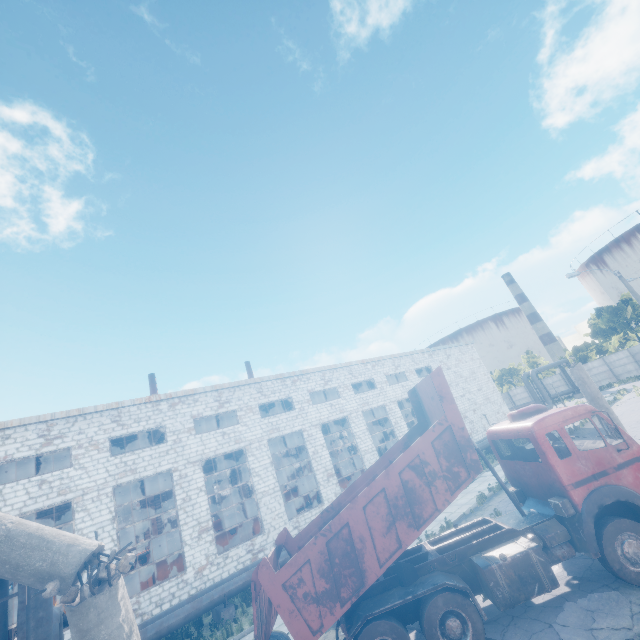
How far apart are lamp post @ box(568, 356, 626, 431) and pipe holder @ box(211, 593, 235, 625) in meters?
15.0

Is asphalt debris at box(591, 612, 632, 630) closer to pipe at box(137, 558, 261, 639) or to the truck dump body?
the truck dump body

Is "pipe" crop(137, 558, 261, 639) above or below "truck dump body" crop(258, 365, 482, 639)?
below

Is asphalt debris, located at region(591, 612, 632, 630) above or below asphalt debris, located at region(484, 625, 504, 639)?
below

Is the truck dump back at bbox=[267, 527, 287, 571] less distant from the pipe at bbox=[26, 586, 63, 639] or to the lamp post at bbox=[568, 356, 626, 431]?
the pipe at bbox=[26, 586, 63, 639]

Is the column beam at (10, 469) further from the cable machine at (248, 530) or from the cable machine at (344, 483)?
the cable machine at (344, 483)

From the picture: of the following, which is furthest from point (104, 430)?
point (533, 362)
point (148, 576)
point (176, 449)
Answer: point (533, 362)

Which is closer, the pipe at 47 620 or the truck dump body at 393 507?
the truck dump body at 393 507
